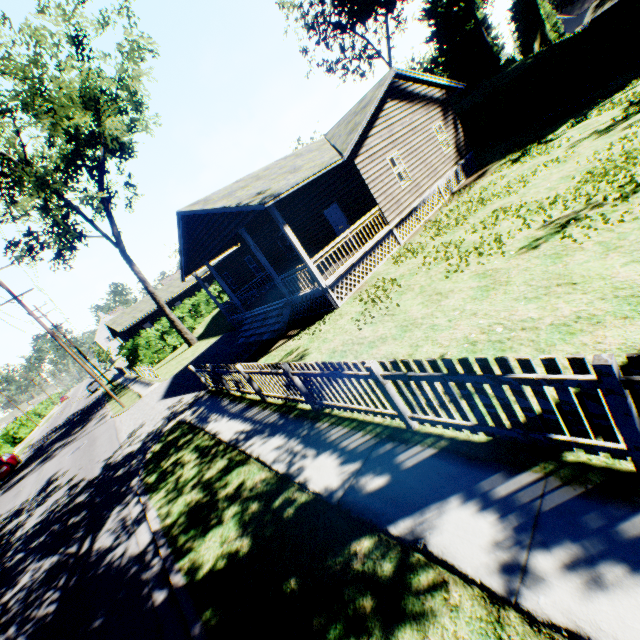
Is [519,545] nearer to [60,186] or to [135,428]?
[135,428]

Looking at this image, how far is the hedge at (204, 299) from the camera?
33.7m

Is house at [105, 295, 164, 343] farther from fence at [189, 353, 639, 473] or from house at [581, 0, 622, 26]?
house at [581, 0, 622, 26]

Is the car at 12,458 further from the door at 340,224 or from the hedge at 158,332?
the door at 340,224

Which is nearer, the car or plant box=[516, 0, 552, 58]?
the car

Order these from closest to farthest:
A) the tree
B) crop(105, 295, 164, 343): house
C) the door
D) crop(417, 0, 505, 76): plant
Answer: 1. the door
2. the tree
3. crop(417, 0, 505, 76): plant
4. crop(105, 295, 164, 343): house

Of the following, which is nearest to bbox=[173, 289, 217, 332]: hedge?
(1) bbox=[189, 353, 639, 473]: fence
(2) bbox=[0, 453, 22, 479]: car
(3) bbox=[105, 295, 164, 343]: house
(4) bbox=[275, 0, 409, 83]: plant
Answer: (3) bbox=[105, 295, 164, 343]: house

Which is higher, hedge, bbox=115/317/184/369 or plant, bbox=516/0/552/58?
plant, bbox=516/0/552/58
